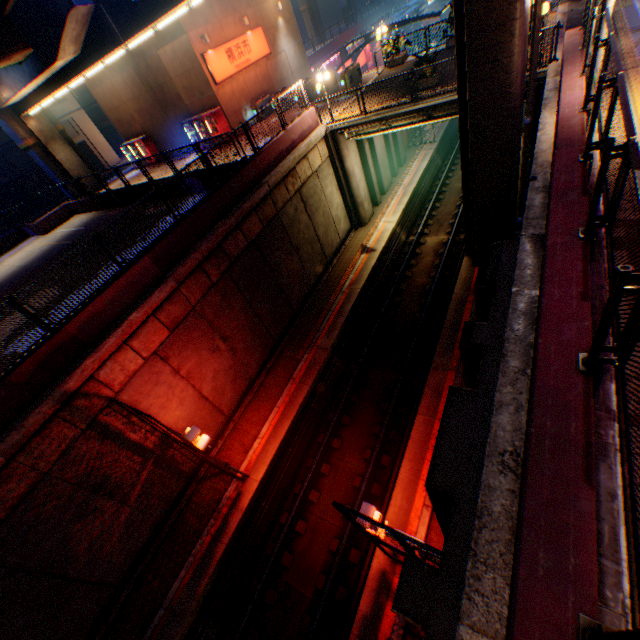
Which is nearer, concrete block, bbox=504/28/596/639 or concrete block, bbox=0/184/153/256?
concrete block, bbox=504/28/596/639

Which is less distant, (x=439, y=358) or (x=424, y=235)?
(x=439, y=358)

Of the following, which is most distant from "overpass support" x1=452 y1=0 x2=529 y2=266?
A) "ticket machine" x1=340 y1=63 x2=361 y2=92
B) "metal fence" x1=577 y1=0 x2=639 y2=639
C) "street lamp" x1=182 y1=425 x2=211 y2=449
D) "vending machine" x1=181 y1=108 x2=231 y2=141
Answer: "street lamp" x1=182 y1=425 x2=211 y2=449

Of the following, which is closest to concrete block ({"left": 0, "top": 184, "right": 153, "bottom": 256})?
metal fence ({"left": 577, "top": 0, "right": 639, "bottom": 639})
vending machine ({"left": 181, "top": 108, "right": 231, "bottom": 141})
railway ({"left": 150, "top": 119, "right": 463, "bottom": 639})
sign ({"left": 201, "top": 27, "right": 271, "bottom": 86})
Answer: metal fence ({"left": 577, "top": 0, "right": 639, "bottom": 639})

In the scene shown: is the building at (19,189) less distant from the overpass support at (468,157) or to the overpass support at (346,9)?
the overpass support at (468,157)

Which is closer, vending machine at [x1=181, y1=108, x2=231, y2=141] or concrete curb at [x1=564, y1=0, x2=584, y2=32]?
concrete curb at [x1=564, y1=0, x2=584, y2=32]

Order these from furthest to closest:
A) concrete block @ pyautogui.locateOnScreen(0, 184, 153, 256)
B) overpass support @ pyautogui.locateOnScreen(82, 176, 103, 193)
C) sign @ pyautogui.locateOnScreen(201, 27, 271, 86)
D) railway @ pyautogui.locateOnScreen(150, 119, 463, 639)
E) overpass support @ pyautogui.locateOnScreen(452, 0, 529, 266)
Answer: overpass support @ pyautogui.locateOnScreen(82, 176, 103, 193) < sign @ pyautogui.locateOnScreen(201, 27, 271, 86) < concrete block @ pyautogui.locateOnScreen(0, 184, 153, 256) < railway @ pyautogui.locateOnScreen(150, 119, 463, 639) < overpass support @ pyautogui.locateOnScreen(452, 0, 529, 266)

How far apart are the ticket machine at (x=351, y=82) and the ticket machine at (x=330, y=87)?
1.2m
